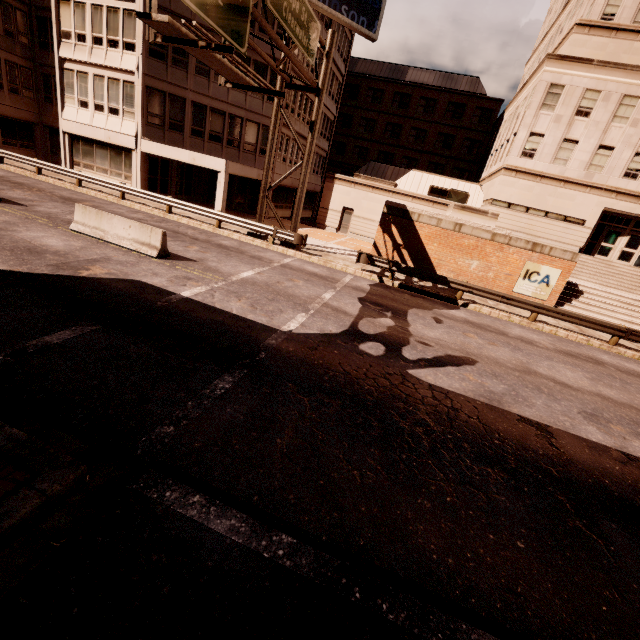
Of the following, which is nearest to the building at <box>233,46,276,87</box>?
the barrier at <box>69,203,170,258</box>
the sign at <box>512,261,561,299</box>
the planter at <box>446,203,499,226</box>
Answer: the barrier at <box>69,203,170,258</box>

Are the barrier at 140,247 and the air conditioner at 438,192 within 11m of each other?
no

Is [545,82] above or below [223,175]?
above

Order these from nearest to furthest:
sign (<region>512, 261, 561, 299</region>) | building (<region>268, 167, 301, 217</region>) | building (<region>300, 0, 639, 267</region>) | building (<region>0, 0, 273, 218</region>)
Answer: sign (<region>512, 261, 561, 299</region>) < building (<region>0, 0, 273, 218</region>) < building (<region>300, 0, 639, 267</region>) < building (<region>268, 167, 301, 217</region>)

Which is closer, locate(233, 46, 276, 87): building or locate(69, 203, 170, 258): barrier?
locate(69, 203, 170, 258): barrier

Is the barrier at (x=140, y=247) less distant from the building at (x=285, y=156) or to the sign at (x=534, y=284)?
the building at (x=285, y=156)

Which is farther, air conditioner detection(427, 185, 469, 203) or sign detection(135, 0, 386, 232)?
air conditioner detection(427, 185, 469, 203)

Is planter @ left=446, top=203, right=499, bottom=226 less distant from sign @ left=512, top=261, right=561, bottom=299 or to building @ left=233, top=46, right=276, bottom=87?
sign @ left=512, top=261, right=561, bottom=299
